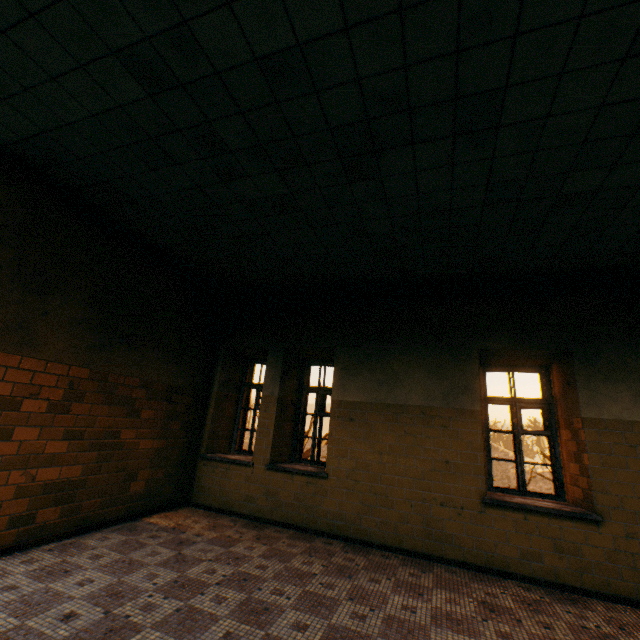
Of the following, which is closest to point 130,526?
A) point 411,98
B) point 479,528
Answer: point 479,528
